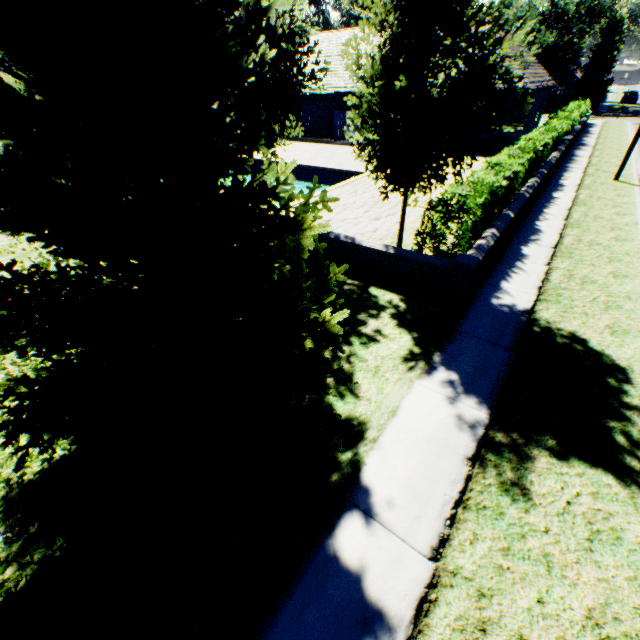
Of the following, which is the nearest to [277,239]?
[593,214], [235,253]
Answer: [235,253]

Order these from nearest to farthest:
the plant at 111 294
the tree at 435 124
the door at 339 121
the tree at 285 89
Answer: the plant at 111 294, the tree at 435 124, the tree at 285 89, the door at 339 121

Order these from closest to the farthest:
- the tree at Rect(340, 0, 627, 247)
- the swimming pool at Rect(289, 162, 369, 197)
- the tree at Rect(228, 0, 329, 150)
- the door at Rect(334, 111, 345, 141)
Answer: the tree at Rect(340, 0, 627, 247)
the tree at Rect(228, 0, 329, 150)
the swimming pool at Rect(289, 162, 369, 197)
the door at Rect(334, 111, 345, 141)

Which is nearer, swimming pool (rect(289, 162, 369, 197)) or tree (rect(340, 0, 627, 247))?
tree (rect(340, 0, 627, 247))

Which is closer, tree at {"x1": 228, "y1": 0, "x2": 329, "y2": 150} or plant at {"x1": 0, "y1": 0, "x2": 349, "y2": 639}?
plant at {"x1": 0, "y1": 0, "x2": 349, "y2": 639}

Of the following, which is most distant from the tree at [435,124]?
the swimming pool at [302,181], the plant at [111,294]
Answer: the plant at [111,294]

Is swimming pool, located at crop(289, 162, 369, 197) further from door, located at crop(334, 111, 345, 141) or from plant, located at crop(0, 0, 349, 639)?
door, located at crop(334, 111, 345, 141)

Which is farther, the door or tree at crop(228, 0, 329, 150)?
the door
